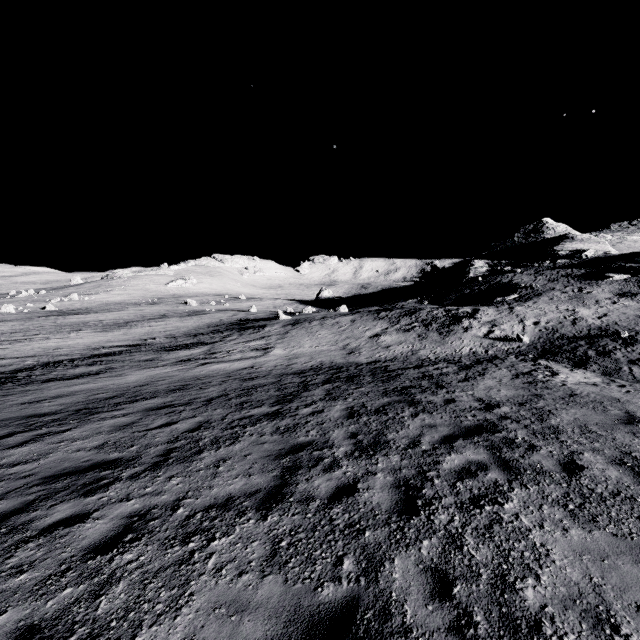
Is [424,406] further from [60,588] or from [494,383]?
[60,588]
